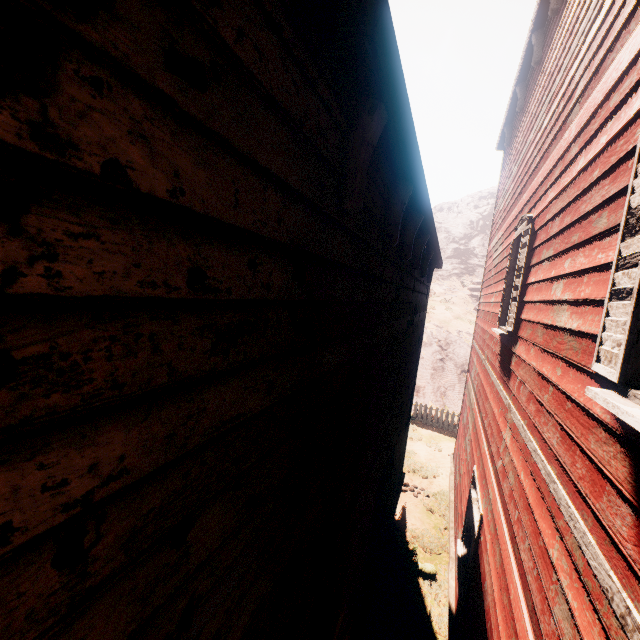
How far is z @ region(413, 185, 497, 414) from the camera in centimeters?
1856cm

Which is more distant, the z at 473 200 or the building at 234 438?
the z at 473 200

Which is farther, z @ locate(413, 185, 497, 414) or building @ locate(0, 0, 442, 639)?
z @ locate(413, 185, 497, 414)

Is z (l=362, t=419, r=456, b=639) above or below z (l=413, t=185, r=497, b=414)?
below

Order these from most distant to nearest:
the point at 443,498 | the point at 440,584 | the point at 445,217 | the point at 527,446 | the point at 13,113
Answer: the point at 445,217, the point at 443,498, the point at 440,584, the point at 527,446, the point at 13,113

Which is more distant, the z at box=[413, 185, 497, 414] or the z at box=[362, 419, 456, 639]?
the z at box=[413, 185, 497, 414]

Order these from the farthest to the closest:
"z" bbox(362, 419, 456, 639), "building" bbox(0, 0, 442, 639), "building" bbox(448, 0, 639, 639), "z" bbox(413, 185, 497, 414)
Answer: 1. "z" bbox(413, 185, 497, 414)
2. "z" bbox(362, 419, 456, 639)
3. "building" bbox(448, 0, 639, 639)
4. "building" bbox(0, 0, 442, 639)
